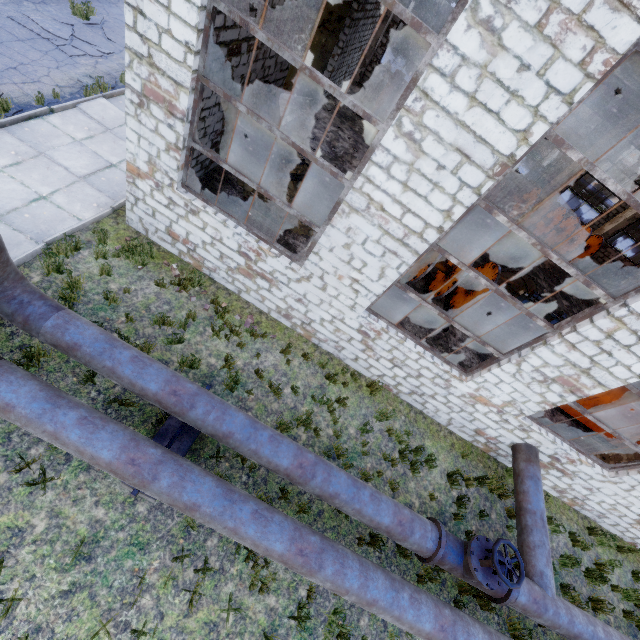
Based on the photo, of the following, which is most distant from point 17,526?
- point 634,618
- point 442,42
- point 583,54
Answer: point 634,618

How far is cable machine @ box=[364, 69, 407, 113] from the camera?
15.4m

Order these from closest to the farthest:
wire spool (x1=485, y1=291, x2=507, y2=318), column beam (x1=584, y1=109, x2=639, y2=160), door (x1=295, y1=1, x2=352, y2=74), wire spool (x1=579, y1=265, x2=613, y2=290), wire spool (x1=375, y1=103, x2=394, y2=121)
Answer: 1. wire spool (x1=485, y1=291, x2=507, y2=318)
2. door (x1=295, y1=1, x2=352, y2=74)
3. wire spool (x1=375, y1=103, x2=394, y2=121)
4. column beam (x1=584, y1=109, x2=639, y2=160)
5. wire spool (x1=579, y1=265, x2=613, y2=290)

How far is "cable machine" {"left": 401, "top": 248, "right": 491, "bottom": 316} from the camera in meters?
9.2 m

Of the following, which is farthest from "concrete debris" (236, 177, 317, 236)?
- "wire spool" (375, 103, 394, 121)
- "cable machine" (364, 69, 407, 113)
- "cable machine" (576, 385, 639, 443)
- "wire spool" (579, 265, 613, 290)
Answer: "wire spool" (579, 265, 613, 290)

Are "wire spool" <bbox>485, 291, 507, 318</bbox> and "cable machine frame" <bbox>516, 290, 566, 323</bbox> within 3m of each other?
yes

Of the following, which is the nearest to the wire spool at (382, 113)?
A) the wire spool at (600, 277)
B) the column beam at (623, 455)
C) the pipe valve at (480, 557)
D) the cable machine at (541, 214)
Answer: the cable machine at (541, 214)

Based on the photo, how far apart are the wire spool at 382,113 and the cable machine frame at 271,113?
7.16m
